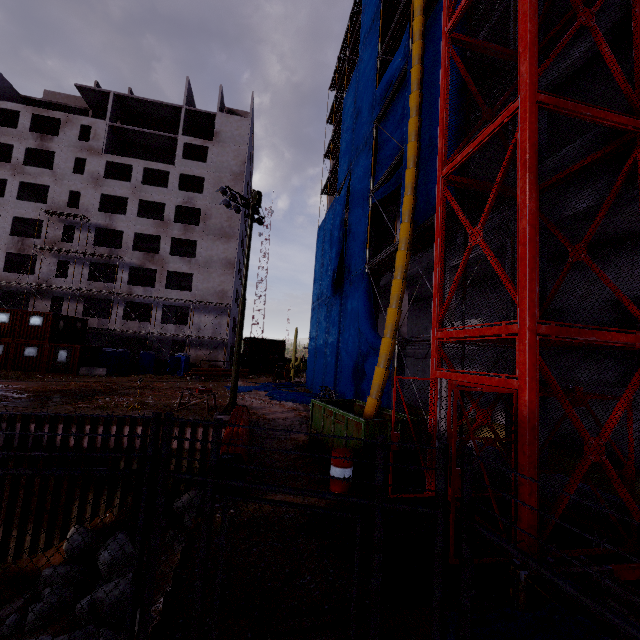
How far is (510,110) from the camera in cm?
582

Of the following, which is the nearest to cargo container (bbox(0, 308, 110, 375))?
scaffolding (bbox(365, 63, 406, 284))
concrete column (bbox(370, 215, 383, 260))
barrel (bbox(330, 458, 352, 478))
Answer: scaffolding (bbox(365, 63, 406, 284))

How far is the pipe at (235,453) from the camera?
7.58m

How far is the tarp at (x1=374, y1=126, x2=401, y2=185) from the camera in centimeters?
1562cm

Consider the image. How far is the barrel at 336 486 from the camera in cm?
767

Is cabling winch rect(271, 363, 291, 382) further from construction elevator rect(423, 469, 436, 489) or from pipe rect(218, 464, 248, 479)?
construction elevator rect(423, 469, 436, 489)

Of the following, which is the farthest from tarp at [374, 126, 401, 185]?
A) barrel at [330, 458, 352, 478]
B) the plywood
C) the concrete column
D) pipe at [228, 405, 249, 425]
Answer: the plywood

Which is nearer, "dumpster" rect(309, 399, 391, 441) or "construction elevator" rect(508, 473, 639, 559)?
"construction elevator" rect(508, 473, 639, 559)
